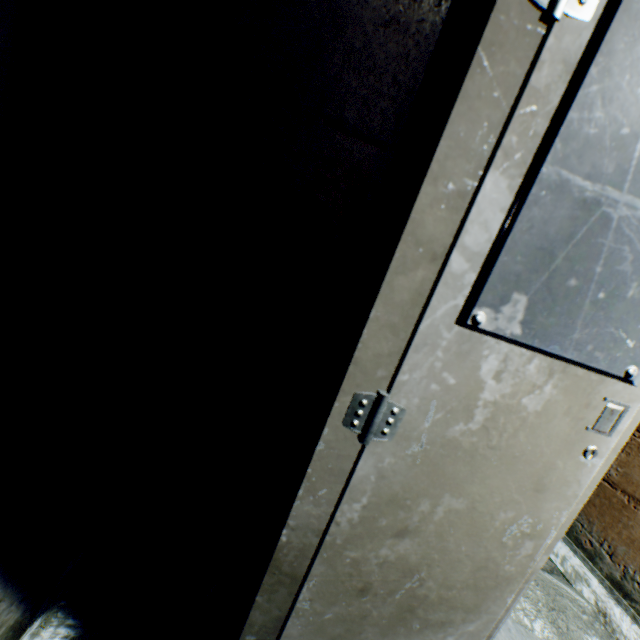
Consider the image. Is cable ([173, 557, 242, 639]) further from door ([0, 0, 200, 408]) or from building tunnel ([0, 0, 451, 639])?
door ([0, 0, 200, 408])

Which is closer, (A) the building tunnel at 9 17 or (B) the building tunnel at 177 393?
(B) the building tunnel at 177 393

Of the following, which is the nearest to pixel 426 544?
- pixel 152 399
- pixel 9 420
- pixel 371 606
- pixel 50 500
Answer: pixel 371 606

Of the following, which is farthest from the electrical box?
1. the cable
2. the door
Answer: the door

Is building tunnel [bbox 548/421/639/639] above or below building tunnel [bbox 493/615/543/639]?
above

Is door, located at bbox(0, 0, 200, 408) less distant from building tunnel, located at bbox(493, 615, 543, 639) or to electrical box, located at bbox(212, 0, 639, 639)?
building tunnel, located at bbox(493, 615, 543, 639)

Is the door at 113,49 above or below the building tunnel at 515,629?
above
